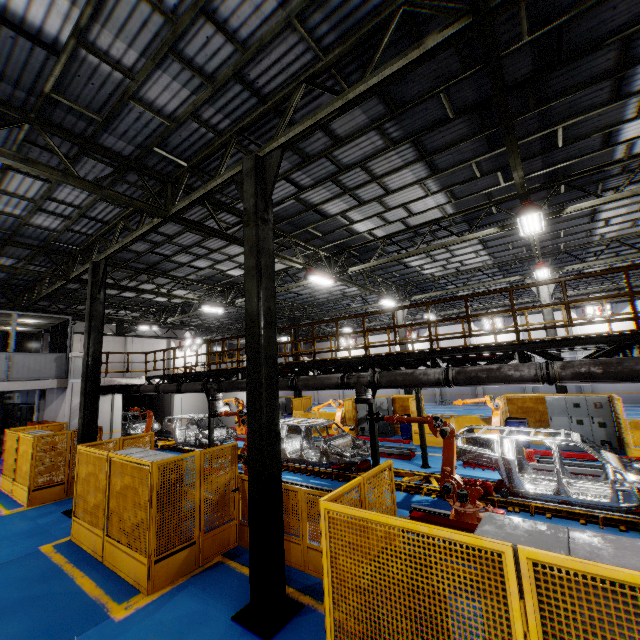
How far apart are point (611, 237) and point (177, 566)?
20.1m

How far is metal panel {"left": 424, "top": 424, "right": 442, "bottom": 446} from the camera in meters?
15.3

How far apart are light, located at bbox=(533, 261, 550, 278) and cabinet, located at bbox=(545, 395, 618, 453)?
5.43m

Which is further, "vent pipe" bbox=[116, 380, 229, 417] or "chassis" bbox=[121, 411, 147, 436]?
"chassis" bbox=[121, 411, 147, 436]

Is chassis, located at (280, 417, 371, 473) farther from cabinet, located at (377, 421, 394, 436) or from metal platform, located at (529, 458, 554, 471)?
cabinet, located at (377, 421, 394, 436)

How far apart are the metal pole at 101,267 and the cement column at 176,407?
12.3 meters

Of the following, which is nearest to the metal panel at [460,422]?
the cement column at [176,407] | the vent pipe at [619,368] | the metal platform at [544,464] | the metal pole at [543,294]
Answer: the metal pole at [543,294]
